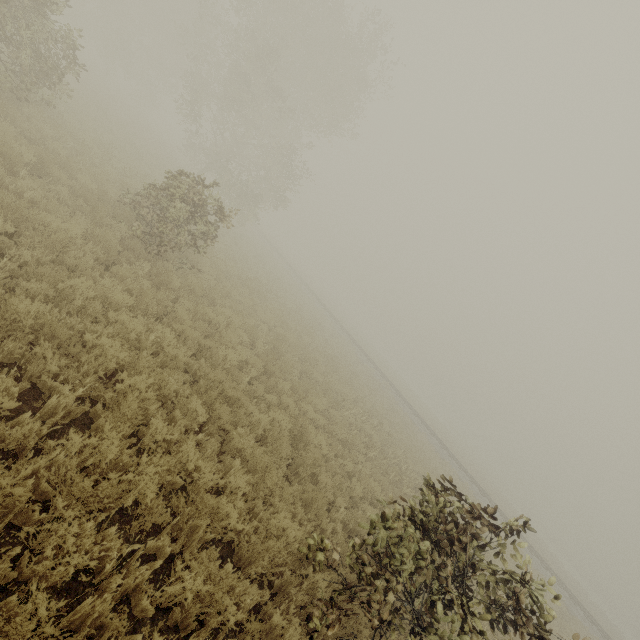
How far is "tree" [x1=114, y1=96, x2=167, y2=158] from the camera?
23.97m

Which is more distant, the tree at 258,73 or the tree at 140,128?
the tree at 140,128

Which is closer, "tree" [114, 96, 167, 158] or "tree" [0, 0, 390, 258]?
"tree" [0, 0, 390, 258]

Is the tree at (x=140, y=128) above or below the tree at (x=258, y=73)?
below

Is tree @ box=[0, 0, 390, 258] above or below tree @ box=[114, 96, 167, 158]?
above

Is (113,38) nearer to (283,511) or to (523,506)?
(283,511)
